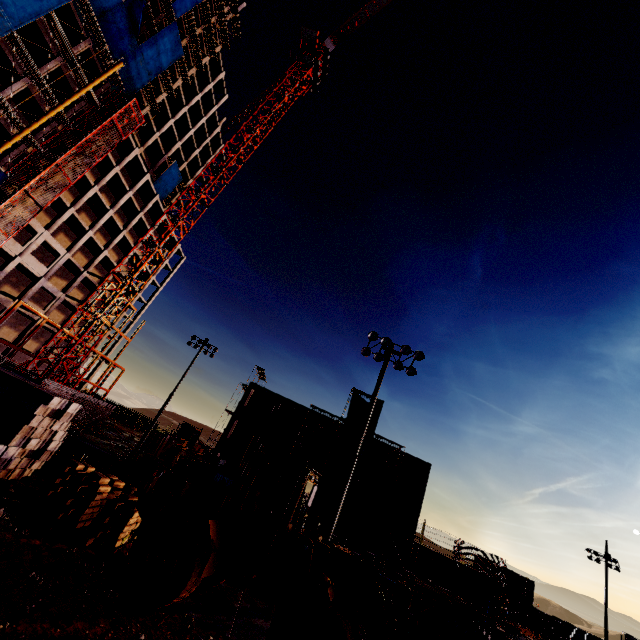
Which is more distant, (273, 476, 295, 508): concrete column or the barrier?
(273, 476, 295, 508): concrete column

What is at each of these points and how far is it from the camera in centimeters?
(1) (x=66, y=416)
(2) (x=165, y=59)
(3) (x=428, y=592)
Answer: (1) concrete beam, 1262cm
(2) tarp, 4388cm
(3) wooden box, 1112cm

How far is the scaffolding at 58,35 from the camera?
27.6m

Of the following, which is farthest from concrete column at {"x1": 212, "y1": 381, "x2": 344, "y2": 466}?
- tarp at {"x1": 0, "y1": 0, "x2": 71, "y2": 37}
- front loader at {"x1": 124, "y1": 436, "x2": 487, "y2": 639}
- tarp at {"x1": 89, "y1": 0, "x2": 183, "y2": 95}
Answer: tarp at {"x1": 89, "y1": 0, "x2": 183, "y2": 95}

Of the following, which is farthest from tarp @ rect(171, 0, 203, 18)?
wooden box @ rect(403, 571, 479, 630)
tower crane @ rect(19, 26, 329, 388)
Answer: wooden box @ rect(403, 571, 479, 630)

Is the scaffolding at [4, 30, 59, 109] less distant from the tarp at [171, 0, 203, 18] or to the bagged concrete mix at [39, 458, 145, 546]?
the tarp at [171, 0, 203, 18]

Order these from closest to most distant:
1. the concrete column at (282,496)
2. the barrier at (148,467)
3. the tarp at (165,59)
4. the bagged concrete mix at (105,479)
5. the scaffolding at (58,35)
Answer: the bagged concrete mix at (105,479) < the barrier at (148,467) < the scaffolding at (58,35) < the tarp at (165,59) < the concrete column at (282,496)

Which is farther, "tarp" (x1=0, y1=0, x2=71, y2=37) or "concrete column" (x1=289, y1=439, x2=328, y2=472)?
"concrete column" (x1=289, y1=439, x2=328, y2=472)
